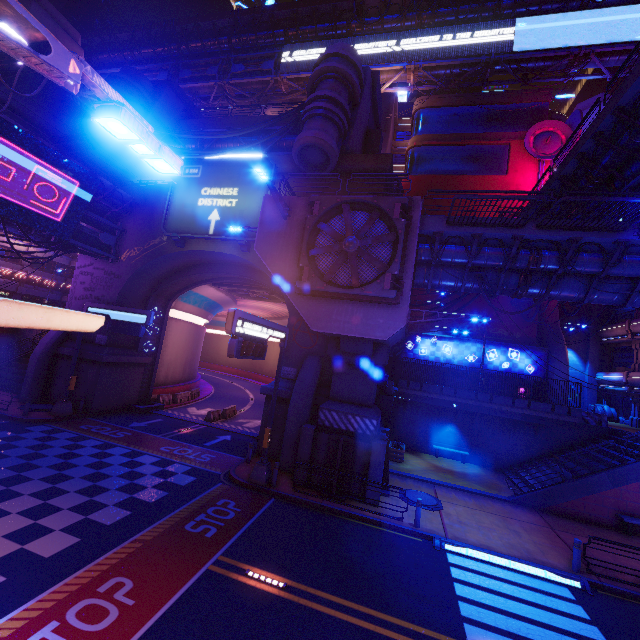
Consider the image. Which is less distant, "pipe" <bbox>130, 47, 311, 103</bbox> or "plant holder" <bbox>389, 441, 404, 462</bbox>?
"plant holder" <bbox>389, 441, 404, 462</bbox>

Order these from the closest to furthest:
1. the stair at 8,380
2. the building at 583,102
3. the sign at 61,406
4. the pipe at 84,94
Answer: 1. the sign at 61,406
2. the stair at 8,380
3. the building at 583,102
4. the pipe at 84,94

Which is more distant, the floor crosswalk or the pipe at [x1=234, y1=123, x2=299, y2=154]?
the pipe at [x1=234, y1=123, x2=299, y2=154]

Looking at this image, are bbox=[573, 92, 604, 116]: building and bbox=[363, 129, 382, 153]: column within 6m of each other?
no

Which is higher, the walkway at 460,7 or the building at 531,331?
the walkway at 460,7

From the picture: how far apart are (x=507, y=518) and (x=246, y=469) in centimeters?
1265cm

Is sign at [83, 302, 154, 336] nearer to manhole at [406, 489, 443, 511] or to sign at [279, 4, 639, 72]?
manhole at [406, 489, 443, 511]

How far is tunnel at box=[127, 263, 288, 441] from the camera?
24.6m
